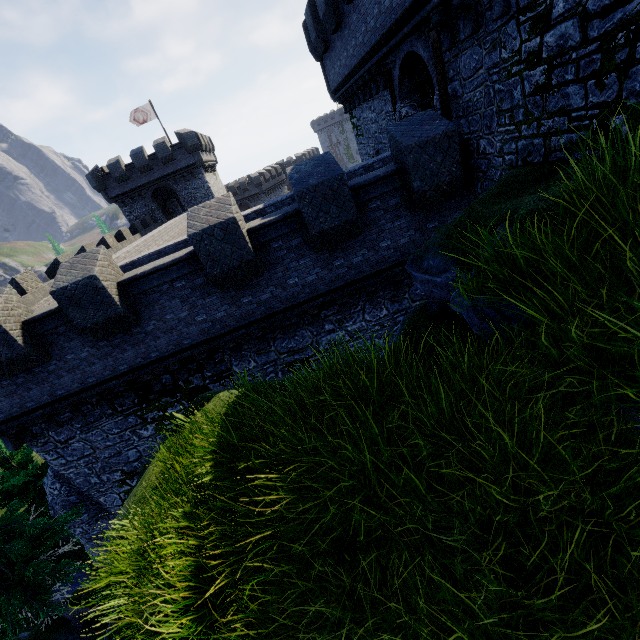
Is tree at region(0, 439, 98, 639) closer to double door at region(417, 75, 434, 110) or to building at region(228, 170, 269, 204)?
double door at region(417, 75, 434, 110)

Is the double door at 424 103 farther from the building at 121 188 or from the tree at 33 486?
the building at 121 188

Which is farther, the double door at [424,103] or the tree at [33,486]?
the double door at [424,103]

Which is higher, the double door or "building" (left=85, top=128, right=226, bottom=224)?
"building" (left=85, top=128, right=226, bottom=224)

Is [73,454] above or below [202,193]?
below

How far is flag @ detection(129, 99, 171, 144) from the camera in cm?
3238

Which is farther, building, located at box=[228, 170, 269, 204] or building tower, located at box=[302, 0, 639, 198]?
building, located at box=[228, 170, 269, 204]

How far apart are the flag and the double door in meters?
31.3
